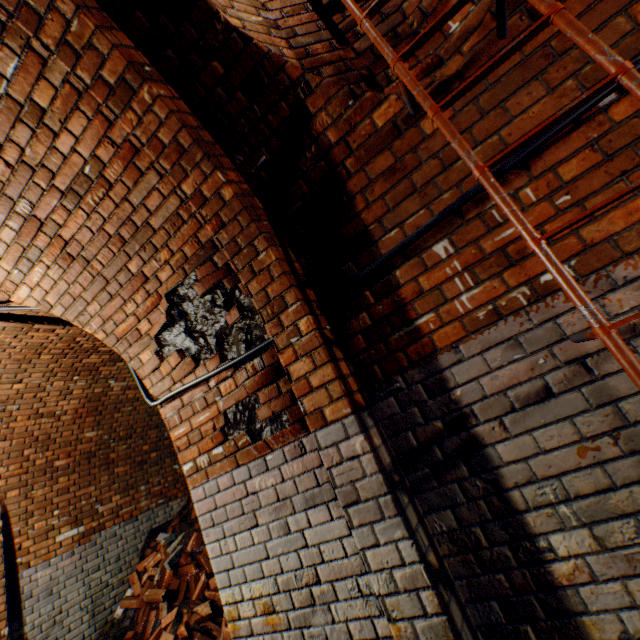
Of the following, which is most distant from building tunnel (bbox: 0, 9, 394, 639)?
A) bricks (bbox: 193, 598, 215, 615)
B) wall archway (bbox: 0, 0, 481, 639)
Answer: bricks (bbox: 193, 598, 215, 615)

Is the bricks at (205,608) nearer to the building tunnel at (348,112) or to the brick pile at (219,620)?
the brick pile at (219,620)

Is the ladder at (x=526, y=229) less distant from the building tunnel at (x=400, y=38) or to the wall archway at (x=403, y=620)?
the building tunnel at (x=400, y=38)

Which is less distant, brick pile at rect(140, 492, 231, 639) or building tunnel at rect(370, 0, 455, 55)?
building tunnel at rect(370, 0, 455, 55)

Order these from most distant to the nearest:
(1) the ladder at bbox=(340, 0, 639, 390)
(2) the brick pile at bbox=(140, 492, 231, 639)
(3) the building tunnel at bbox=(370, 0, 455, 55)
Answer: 1. (2) the brick pile at bbox=(140, 492, 231, 639)
2. (3) the building tunnel at bbox=(370, 0, 455, 55)
3. (1) the ladder at bbox=(340, 0, 639, 390)

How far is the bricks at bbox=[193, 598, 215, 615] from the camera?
4.0m

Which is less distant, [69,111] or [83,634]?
[69,111]

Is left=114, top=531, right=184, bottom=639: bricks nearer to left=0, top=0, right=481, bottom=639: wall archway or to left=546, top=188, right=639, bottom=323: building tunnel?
left=546, top=188, right=639, bottom=323: building tunnel
